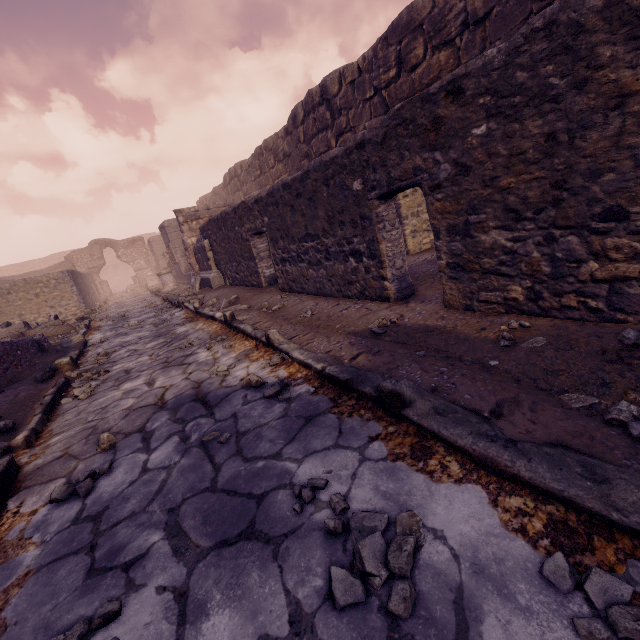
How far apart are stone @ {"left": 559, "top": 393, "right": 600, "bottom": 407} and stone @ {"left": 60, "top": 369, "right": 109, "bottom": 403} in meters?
5.1

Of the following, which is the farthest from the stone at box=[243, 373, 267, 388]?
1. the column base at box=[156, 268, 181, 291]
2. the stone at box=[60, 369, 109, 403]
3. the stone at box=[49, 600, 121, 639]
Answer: the column base at box=[156, 268, 181, 291]

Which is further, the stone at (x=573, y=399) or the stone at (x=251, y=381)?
the stone at (x=251, y=381)

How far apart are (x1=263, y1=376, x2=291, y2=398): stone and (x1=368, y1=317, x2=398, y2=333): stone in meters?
1.0

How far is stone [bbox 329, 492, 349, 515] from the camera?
1.4m

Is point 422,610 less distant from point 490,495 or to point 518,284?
point 490,495

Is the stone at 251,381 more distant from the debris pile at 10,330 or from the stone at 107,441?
the debris pile at 10,330

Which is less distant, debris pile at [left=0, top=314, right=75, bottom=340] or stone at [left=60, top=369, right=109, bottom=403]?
stone at [left=60, top=369, right=109, bottom=403]
